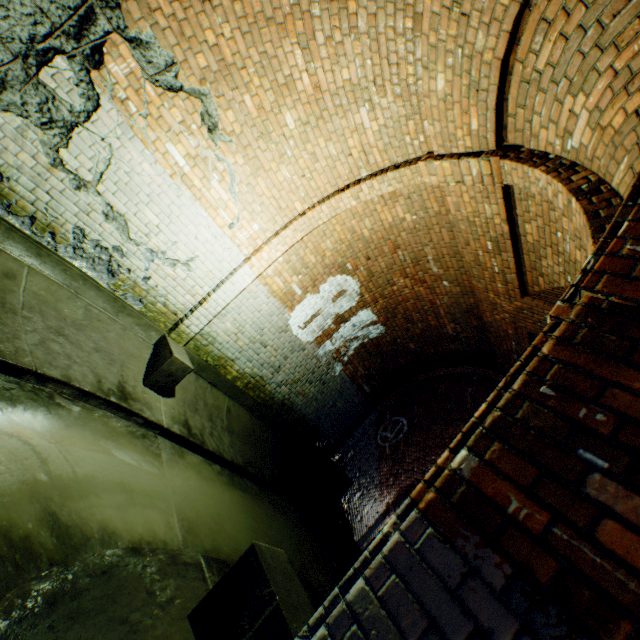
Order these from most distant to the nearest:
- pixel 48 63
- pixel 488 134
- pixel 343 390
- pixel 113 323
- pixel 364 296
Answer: pixel 343 390, pixel 364 296, pixel 113 323, pixel 488 134, pixel 48 63

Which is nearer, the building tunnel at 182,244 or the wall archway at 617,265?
the wall archway at 617,265

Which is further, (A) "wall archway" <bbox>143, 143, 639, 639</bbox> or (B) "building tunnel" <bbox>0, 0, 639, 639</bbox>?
(B) "building tunnel" <bbox>0, 0, 639, 639</bbox>
